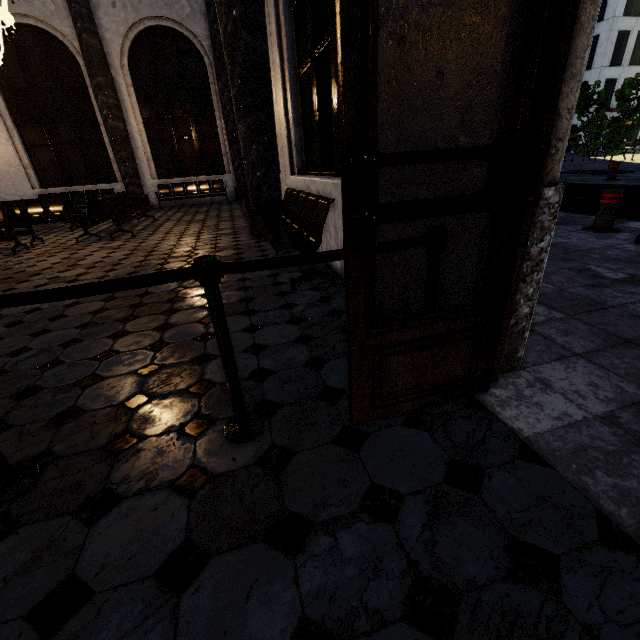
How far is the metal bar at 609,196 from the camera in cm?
440

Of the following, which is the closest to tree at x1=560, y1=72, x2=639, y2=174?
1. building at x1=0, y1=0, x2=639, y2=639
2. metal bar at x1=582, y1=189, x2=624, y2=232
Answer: building at x1=0, y1=0, x2=639, y2=639

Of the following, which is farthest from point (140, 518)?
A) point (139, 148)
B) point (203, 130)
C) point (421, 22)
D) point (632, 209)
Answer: point (203, 130)

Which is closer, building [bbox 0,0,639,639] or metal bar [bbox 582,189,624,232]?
building [bbox 0,0,639,639]

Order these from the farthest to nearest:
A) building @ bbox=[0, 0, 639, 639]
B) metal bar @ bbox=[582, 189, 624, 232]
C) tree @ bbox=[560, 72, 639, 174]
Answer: tree @ bbox=[560, 72, 639, 174]
metal bar @ bbox=[582, 189, 624, 232]
building @ bbox=[0, 0, 639, 639]

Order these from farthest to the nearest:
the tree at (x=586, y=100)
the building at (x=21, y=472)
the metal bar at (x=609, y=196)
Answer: the tree at (x=586, y=100) → the metal bar at (x=609, y=196) → the building at (x=21, y=472)

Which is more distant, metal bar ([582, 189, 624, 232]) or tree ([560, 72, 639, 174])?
tree ([560, 72, 639, 174])
